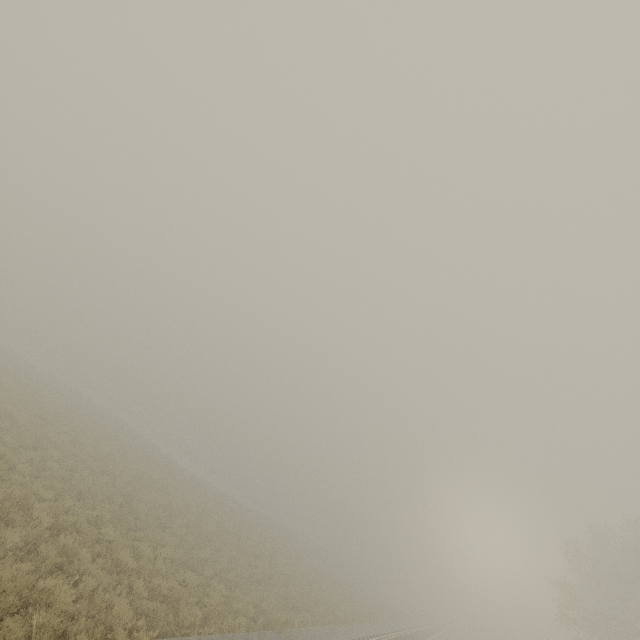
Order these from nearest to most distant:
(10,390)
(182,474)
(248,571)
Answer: (248,571)
(10,390)
(182,474)
